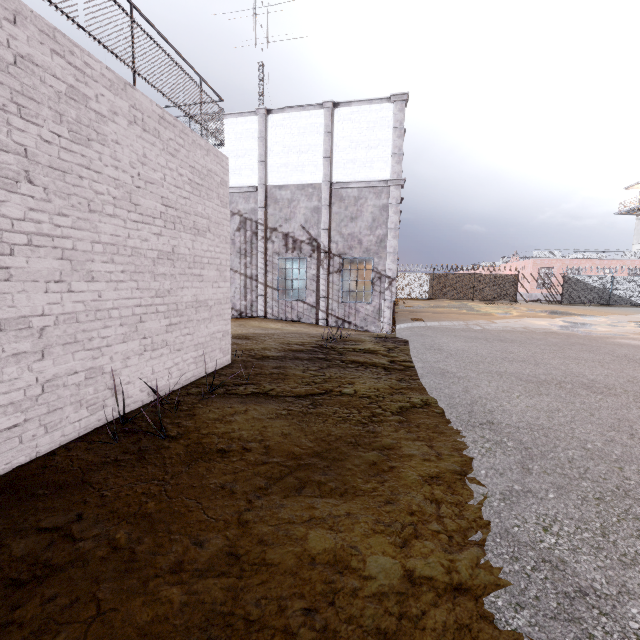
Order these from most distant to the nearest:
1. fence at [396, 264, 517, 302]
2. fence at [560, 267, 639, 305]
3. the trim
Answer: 1. fence at [396, 264, 517, 302]
2. fence at [560, 267, 639, 305]
3. the trim

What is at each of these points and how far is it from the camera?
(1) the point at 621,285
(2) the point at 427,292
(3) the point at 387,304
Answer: (1) fence, 30.06m
(2) fence, 34.00m
(3) trim, 13.89m

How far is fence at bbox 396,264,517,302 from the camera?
32.28m

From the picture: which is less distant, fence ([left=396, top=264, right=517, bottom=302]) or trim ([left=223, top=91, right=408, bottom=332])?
trim ([left=223, top=91, right=408, bottom=332])

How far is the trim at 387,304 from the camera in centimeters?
1307cm

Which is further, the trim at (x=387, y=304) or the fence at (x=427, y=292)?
the fence at (x=427, y=292)

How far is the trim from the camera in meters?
13.1

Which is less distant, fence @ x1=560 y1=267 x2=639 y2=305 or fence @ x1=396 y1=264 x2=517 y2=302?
fence @ x1=560 y1=267 x2=639 y2=305
